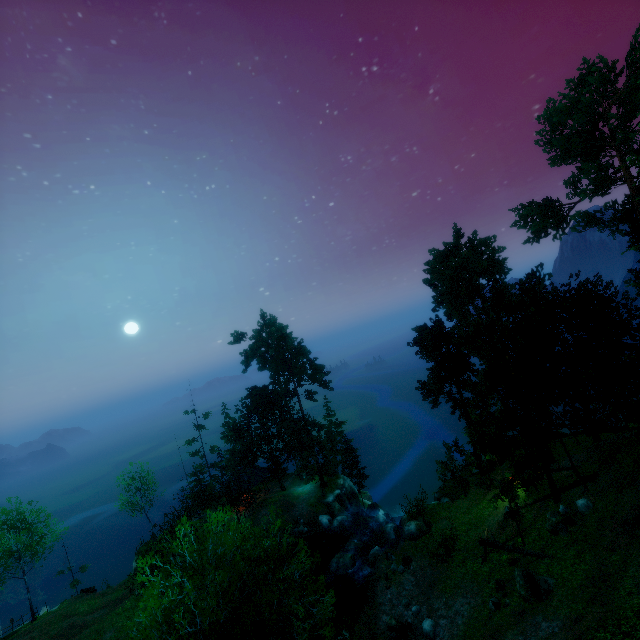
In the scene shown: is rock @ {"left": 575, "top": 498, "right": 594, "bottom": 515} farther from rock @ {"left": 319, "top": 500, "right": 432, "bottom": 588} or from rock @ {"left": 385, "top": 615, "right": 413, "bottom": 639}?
rock @ {"left": 385, "top": 615, "right": 413, "bottom": 639}

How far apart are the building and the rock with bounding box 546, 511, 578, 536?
33.76m

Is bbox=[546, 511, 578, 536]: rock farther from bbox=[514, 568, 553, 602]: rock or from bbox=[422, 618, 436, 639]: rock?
bbox=[422, 618, 436, 639]: rock

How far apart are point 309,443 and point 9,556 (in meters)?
34.25

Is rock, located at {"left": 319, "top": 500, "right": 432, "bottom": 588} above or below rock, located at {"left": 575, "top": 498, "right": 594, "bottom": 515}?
below

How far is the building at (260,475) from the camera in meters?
43.8 m

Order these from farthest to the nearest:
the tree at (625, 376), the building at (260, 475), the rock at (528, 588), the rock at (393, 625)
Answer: the building at (260, 475)
the tree at (625, 376)
the rock at (393, 625)
the rock at (528, 588)

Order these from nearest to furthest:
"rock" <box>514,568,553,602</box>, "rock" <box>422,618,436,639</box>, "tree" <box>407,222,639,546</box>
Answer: "rock" <box>514,568,553,602</box> → "rock" <box>422,618,436,639</box> → "tree" <box>407,222,639,546</box>
